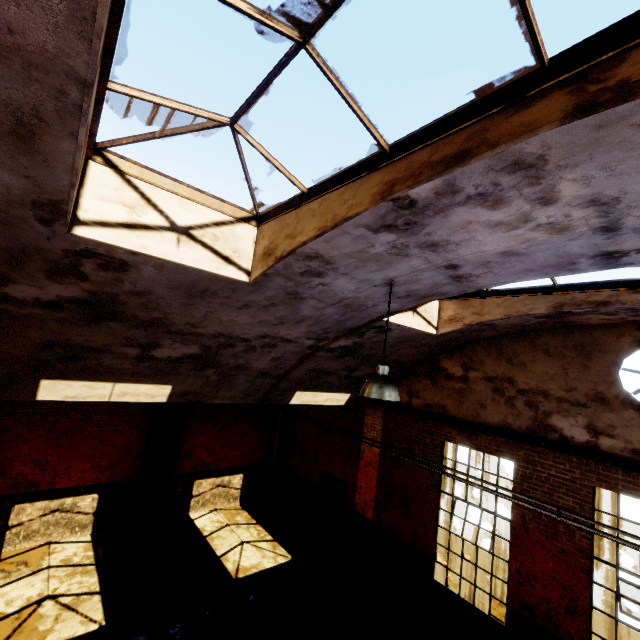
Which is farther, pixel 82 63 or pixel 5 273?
pixel 5 273

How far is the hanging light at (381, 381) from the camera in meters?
4.2 m

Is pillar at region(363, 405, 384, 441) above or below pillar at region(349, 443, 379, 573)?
above

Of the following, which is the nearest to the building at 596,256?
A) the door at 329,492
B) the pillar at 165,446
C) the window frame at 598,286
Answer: the window frame at 598,286

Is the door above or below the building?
below

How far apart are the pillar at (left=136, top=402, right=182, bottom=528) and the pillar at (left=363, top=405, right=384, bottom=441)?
6.4m

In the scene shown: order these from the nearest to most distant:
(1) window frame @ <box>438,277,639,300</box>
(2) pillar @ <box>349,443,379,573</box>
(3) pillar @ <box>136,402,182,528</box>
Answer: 1. (1) window frame @ <box>438,277,639,300</box>
2. (2) pillar @ <box>349,443,379,573</box>
3. (3) pillar @ <box>136,402,182,528</box>

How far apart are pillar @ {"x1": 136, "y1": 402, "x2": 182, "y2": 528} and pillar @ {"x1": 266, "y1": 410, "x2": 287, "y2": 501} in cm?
421
